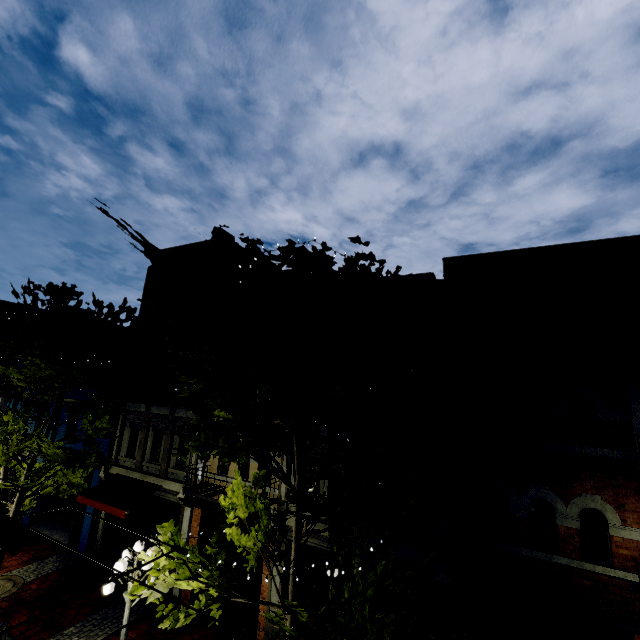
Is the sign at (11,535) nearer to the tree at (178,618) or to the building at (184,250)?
the tree at (178,618)

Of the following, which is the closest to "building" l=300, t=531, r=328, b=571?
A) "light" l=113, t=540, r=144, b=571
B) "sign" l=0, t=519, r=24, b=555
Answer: "light" l=113, t=540, r=144, b=571

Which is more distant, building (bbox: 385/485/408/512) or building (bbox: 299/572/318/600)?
building (bbox: 299/572/318/600)

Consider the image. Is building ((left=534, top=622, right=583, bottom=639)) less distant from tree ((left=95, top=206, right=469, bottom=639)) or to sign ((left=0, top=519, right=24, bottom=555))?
tree ((left=95, top=206, right=469, bottom=639))

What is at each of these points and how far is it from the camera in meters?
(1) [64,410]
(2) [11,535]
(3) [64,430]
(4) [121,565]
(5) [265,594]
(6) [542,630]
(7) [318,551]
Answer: (1) building, 17.3 m
(2) sign, 5.9 m
(3) building, 16.9 m
(4) light, 7.5 m
(5) building, 10.1 m
(6) building, 7.5 m
(7) building, 9.8 m

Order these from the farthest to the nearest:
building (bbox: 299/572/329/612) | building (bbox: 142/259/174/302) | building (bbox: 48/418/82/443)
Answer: building (bbox: 48/418/82/443), building (bbox: 142/259/174/302), building (bbox: 299/572/329/612)

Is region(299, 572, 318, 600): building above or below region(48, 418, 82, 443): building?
below

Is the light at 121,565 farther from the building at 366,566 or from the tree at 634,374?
the building at 366,566
